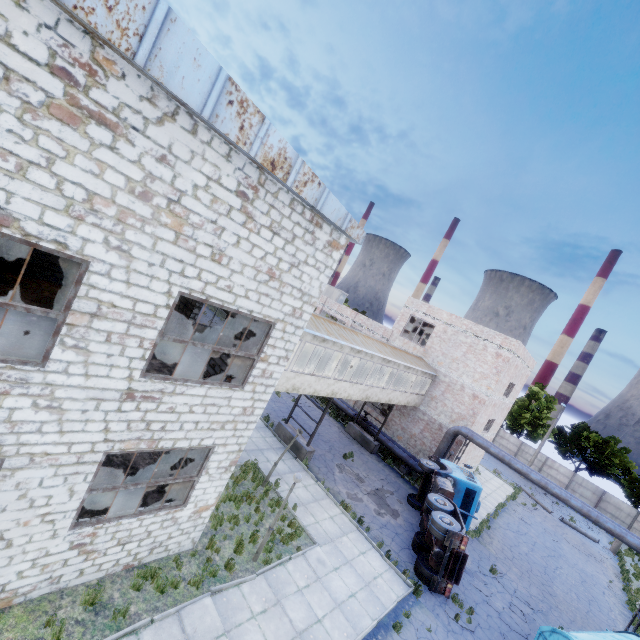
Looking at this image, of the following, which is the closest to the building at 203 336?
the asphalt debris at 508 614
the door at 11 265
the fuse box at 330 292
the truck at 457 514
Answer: the truck at 457 514

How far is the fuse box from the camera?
40.0 meters

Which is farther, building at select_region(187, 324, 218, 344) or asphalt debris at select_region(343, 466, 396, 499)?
asphalt debris at select_region(343, 466, 396, 499)

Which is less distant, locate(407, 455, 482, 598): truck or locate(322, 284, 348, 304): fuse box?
locate(407, 455, 482, 598): truck

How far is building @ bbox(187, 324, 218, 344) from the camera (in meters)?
14.14

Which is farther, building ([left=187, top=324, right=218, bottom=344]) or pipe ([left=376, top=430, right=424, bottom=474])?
pipe ([left=376, top=430, right=424, bottom=474])

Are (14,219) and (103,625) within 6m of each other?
no

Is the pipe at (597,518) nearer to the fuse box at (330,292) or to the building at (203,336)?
the building at (203,336)
